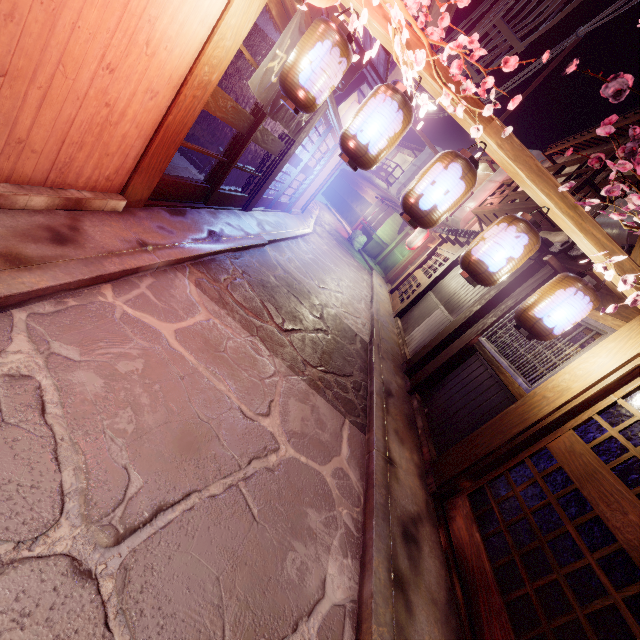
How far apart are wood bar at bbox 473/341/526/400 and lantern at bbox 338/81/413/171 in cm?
576

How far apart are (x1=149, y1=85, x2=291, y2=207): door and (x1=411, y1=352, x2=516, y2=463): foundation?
9.3 meters

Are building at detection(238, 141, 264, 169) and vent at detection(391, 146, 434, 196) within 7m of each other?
no

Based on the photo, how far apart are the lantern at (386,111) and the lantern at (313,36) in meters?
0.6

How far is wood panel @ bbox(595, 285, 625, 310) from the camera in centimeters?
713cm

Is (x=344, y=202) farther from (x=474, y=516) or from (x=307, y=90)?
(x=474, y=516)

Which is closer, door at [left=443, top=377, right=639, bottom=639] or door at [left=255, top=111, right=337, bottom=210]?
door at [left=443, top=377, right=639, bottom=639]

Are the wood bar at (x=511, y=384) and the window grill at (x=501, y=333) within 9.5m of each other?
yes
